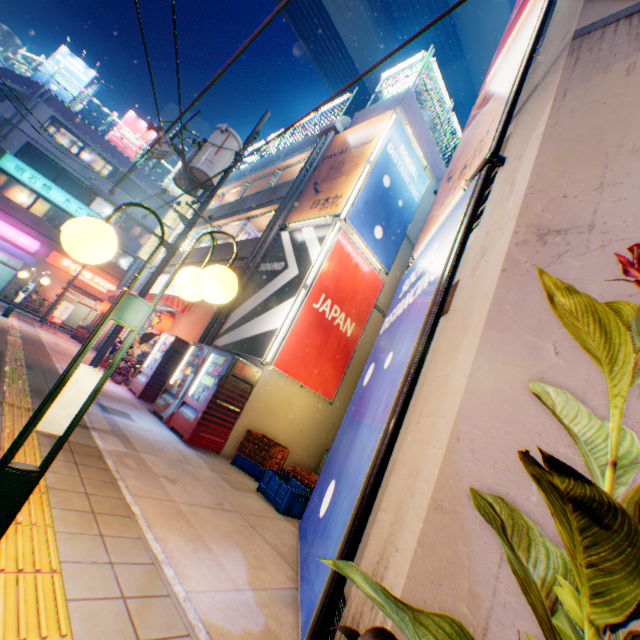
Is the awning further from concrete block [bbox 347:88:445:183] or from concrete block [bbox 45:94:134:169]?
concrete block [bbox 45:94:134:169]

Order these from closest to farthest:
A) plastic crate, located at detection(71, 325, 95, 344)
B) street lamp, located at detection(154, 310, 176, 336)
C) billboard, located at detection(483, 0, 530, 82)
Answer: billboard, located at detection(483, 0, 530, 82), street lamp, located at detection(154, 310, 176, 336), plastic crate, located at detection(71, 325, 95, 344)

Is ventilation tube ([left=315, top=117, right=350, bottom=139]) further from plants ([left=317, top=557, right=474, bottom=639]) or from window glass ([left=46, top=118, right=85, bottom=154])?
window glass ([left=46, top=118, right=85, bottom=154])

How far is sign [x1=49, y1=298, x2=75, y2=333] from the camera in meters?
16.4 m

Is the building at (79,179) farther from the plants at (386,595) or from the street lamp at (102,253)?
the plants at (386,595)

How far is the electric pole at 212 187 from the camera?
8.9m

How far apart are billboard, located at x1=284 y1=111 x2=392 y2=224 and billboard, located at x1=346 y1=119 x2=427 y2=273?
0.1 meters

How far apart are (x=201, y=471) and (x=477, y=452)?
4.9 meters
